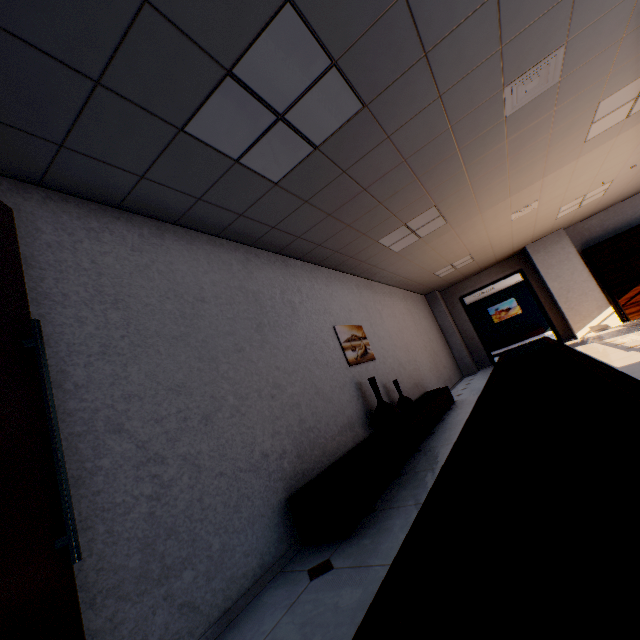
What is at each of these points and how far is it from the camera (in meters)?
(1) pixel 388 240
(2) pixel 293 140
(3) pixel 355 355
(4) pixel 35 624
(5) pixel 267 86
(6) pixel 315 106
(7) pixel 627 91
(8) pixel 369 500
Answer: (1) light, 5.27
(2) light, 2.58
(3) picture, 4.80
(4) door, 1.03
(5) light, 2.09
(6) light, 2.36
(7) light, 3.71
(8) cupboard, 2.81

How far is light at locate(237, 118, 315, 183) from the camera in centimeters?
247cm

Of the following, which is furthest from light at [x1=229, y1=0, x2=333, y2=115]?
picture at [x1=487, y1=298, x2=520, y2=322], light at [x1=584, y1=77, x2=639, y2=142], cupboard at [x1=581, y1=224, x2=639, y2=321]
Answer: picture at [x1=487, y1=298, x2=520, y2=322]

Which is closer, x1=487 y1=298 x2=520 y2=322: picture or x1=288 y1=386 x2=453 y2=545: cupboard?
x1=288 y1=386 x2=453 y2=545: cupboard

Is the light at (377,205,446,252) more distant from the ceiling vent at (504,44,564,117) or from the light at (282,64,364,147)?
the light at (282,64,364,147)

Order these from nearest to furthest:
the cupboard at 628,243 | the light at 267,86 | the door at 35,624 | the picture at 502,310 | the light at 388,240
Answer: the door at 35,624 < the light at 267,86 < the light at 388,240 < the cupboard at 628,243 < the picture at 502,310

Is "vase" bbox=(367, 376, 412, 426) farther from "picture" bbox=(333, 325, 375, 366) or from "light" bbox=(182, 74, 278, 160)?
"light" bbox=(182, 74, 278, 160)

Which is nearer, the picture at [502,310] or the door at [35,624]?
the door at [35,624]
